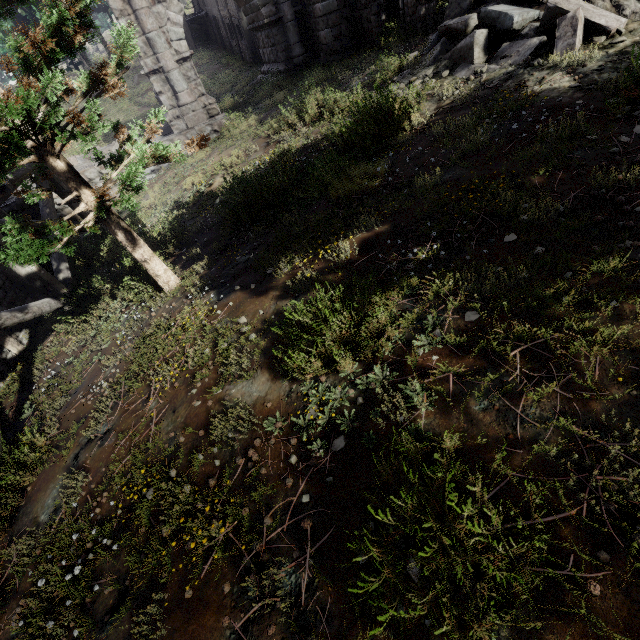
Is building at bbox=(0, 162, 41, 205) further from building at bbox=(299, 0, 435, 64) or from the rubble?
the rubble

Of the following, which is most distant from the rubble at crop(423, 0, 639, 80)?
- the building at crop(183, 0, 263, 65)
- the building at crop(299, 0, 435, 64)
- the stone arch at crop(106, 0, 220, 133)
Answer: the building at crop(183, 0, 263, 65)

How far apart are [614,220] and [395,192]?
2.5 meters

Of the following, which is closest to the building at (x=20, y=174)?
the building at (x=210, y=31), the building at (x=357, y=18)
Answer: the building at (x=357, y=18)

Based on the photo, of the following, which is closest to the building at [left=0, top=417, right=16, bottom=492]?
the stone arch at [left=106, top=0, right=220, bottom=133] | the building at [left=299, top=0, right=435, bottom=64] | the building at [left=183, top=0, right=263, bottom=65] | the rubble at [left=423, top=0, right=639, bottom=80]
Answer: the stone arch at [left=106, top=0, right=220, bottom=133]

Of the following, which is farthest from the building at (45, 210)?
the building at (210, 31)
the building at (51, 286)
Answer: the building at (210, 31)

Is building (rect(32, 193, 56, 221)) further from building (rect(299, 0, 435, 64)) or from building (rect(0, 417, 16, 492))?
building (rect(299, 0, 435, 64))

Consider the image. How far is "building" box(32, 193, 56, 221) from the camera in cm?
893
